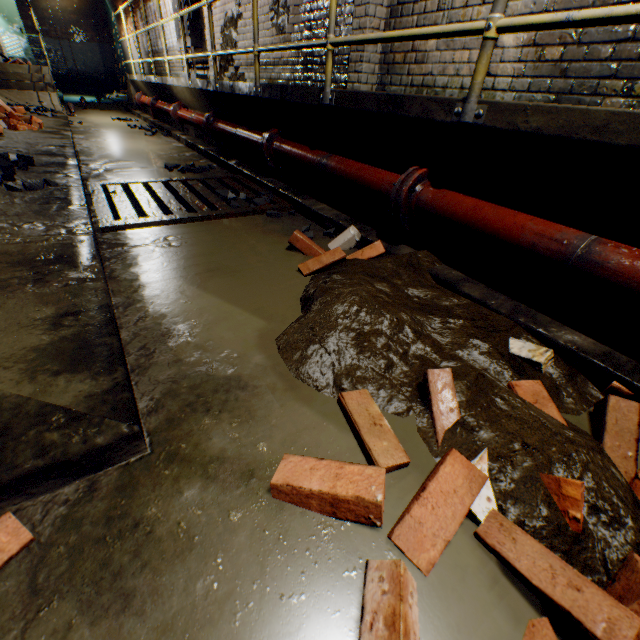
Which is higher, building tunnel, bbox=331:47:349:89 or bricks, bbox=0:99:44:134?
building tunnel, bbox=331:47:349:89

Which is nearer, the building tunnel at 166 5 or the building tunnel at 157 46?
the building tunnel at 166 5

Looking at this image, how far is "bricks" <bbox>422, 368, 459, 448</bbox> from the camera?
1.1m

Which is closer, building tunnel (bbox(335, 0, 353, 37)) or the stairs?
building tunnel (bbox(335, 0, 353, 37))

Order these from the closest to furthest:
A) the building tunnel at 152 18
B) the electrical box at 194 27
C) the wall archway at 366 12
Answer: the wall archway at 366 12 → the electrical box at 194 27 → the building tunnel at 152 18

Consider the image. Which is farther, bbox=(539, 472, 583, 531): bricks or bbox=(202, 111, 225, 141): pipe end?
bbox=(202, 111, 225, 141): pipe end

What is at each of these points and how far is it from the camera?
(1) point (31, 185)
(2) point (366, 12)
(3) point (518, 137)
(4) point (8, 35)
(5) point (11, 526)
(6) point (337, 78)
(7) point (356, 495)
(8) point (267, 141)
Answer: (1) rock, 2.6 meters
(2) wall archway, 3.3 meters
(3) walkway, 1.4 meters
(4) door, 12.3 meters
(5) bricks, 0.8 meters
(6) building tunnel, 4.2 meters
(7) bricks, 0.8 meters
(8) pipe end, 3.3 meters
